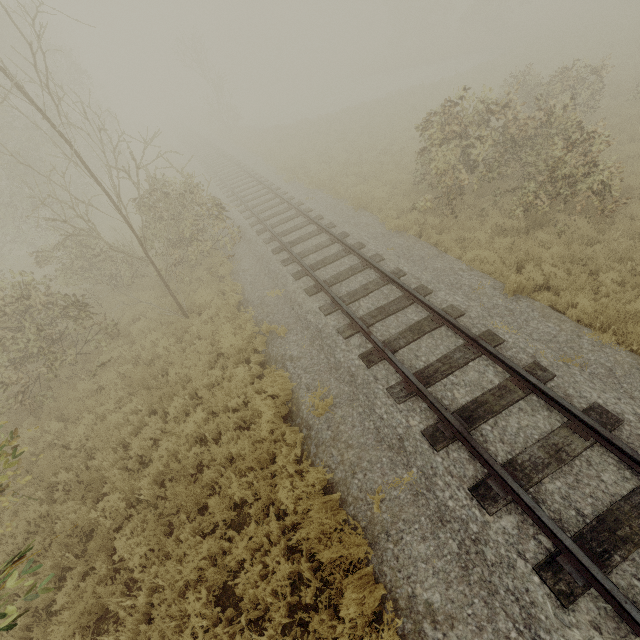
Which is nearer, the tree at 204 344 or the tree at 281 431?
the tree at 281 431

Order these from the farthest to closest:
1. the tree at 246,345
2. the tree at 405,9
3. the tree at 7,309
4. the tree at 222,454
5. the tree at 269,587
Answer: the tree at 405,9 → the tree at 246,345 → the tree at 7,309 → the tree at 222,454 → the tree at 269,587

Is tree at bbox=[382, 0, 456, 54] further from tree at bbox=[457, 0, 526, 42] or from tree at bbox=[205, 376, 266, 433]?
tree at bbox=[205, 376, 266, 433]

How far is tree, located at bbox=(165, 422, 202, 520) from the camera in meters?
5.8 m

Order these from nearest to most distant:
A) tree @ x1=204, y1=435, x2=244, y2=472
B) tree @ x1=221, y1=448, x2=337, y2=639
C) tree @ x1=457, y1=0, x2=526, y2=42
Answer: tree @ x1=221, y1=448, x2=337, y2=639 → tree @ x1=204, y1=435, x2=244, y2=472 → tree @ x1=457, y1=0, x2=526, y2=42

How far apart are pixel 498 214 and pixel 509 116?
2.7m

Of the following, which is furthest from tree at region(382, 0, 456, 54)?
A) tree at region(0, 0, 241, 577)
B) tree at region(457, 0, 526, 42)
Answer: tree at region(0, 0, 241, 577)
